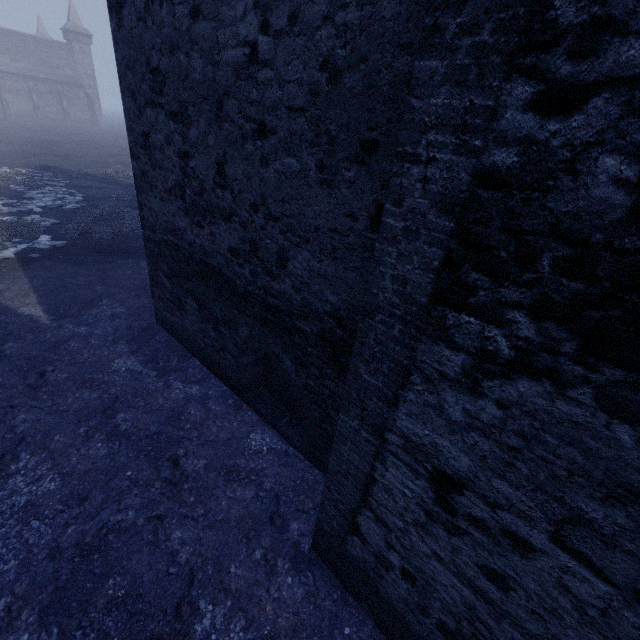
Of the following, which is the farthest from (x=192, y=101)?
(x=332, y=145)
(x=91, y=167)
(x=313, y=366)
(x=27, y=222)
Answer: (x=91, y=167)

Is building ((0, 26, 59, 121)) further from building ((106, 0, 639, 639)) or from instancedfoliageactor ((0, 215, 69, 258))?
building ((106, 0, 639, 639))

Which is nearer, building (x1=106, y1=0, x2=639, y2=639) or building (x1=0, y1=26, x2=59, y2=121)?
building (x1=106, y1=0, x2=639, y2=639)

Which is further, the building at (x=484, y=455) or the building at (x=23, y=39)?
the building at (x=23, y=39)

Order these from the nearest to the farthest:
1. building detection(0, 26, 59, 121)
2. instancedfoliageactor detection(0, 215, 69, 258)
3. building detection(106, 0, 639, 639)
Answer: building detection(106, 0, 639, 639) < instancedfoliageactor detection(0, 215, 69, 258) < building detection(0, 26, 59, 121)

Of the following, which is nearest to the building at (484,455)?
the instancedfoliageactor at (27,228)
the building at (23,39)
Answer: the instancedfoliageactor at (27,228)

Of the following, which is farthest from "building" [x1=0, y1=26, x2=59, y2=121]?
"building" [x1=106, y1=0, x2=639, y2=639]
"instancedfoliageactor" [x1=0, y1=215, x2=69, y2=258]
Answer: "building" [x1=106, y1=0, x2=639, y2=639]
